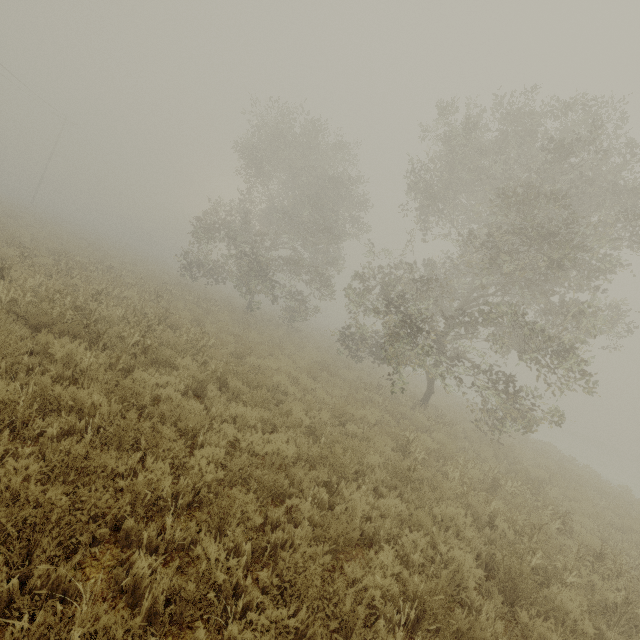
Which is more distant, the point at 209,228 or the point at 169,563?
the point at 209,228
